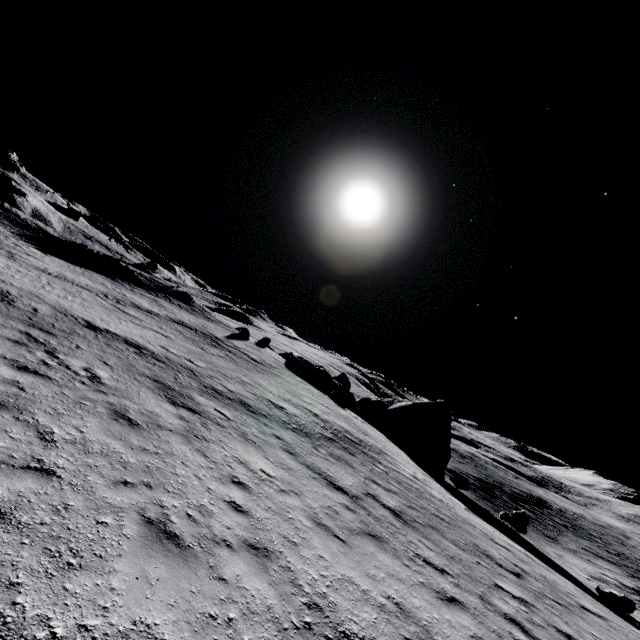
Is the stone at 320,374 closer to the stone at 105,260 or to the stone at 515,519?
the stone at 515,519

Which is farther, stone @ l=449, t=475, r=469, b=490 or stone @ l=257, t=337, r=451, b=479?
stone @ l=257, t=337, r=451, b=479

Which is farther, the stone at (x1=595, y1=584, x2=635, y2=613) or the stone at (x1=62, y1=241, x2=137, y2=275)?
the stone at (x1=62, y1=241, x2=137, y2=275)

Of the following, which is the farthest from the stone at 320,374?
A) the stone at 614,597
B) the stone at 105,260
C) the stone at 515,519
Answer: the stone at 105,260

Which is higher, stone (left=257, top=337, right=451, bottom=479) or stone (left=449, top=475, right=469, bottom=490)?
stone (left=257, top=337, right=451, bottom=479)

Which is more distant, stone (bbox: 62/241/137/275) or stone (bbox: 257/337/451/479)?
stone (bbox: 62/241/137/275)

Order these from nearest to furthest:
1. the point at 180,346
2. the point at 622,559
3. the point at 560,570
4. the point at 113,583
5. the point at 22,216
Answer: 1. the point at 113,583
2. the point at 560,570
3. the point at 180,346
4. the point at 22,216
5. the point at 622,559

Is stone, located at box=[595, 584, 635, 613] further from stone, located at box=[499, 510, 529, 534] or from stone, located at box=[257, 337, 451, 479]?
stone, located at box=[257, 337, 451, 479]
